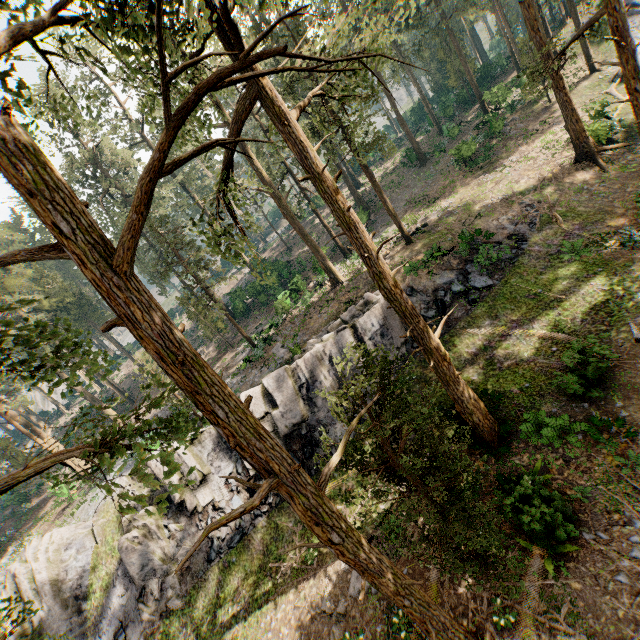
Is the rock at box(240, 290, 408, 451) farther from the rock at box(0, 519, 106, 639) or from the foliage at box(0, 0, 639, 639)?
the foliage at box(0, 0, 639, 639)

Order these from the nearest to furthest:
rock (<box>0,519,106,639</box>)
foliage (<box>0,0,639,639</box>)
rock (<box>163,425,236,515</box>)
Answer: foliage (<box>0,0,639,639</box>) → rock (<box>0,519,106,639</box>) → rock (<box>163,425,236,515</box>)

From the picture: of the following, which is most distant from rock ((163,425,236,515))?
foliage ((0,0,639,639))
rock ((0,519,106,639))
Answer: foliage ((0,0,639,639))

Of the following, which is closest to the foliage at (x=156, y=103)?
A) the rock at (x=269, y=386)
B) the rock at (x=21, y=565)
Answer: the rock at (x=21, y=565)

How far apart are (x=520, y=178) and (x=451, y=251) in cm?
970

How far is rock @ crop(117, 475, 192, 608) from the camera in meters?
18.3 m

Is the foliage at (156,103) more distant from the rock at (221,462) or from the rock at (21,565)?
the rock at (221,462)
